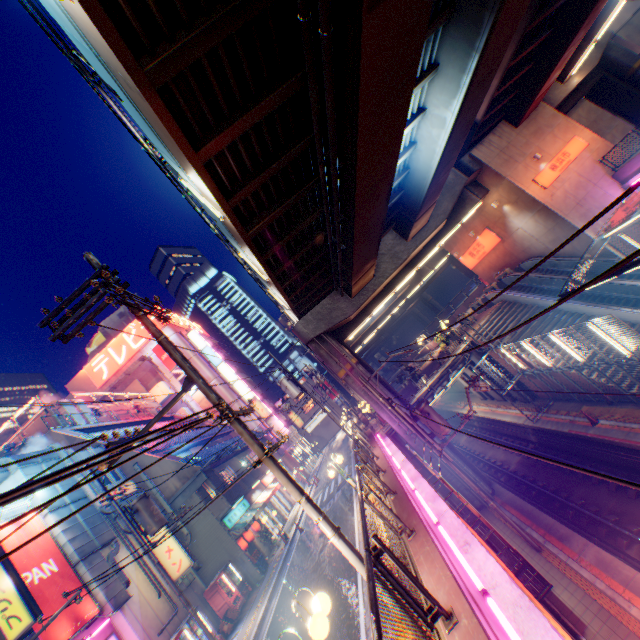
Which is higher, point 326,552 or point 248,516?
point 248,516

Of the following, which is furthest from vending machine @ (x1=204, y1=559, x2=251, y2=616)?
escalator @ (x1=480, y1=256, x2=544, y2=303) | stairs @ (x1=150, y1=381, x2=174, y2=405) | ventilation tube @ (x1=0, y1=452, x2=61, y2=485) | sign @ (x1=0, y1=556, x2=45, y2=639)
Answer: escalator @ (x1=480, y1=256, x2=544, y2=303)

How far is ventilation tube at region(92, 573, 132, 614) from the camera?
12.9 meters

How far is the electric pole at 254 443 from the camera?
5.4 meters

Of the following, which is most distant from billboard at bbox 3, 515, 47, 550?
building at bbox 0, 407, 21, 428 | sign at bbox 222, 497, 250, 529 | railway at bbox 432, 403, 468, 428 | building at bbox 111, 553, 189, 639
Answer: building at bbox 0, 407, 21, 428

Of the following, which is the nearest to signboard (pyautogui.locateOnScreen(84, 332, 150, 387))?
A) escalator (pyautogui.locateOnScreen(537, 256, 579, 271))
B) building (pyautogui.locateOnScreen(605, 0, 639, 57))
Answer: escalator (pyautogui.locateOnScreen(537, 256, 579, 271))

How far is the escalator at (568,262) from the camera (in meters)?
22.09

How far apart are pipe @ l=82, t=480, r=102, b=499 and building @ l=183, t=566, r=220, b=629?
0.00m
